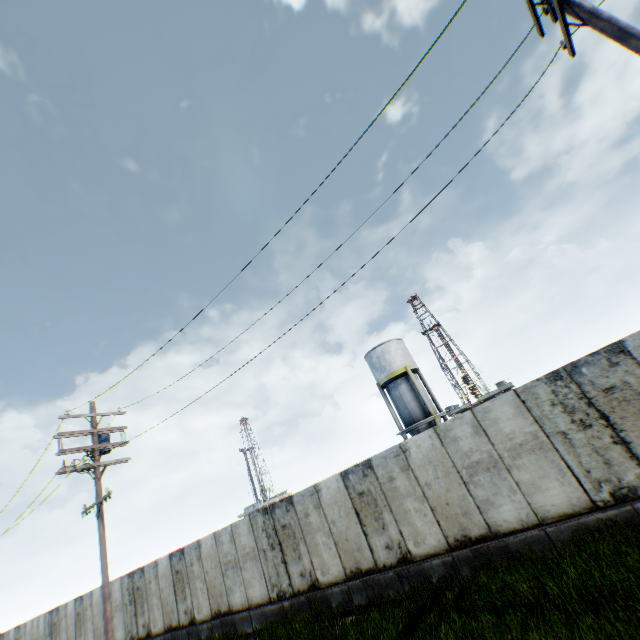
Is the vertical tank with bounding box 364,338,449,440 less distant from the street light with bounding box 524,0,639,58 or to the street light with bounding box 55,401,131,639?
the street light with bounding box 55,401,131,639

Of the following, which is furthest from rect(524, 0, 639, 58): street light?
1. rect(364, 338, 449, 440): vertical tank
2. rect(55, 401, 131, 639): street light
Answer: rect(364, 338, 449, 440): vertical tank

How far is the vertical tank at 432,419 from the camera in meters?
27.1 m

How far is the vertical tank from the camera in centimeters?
2709cm

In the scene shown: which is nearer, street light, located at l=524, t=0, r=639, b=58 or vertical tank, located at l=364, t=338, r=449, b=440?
street light, located at l=524, t=0, r=639, b=58

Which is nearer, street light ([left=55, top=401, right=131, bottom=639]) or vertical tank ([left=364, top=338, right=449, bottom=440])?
street light ([left=55, top=401, right=131, bottom=639])

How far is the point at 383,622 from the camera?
7.5 meters

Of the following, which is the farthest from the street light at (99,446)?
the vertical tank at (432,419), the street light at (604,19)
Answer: the vertical tank at (432,419)
